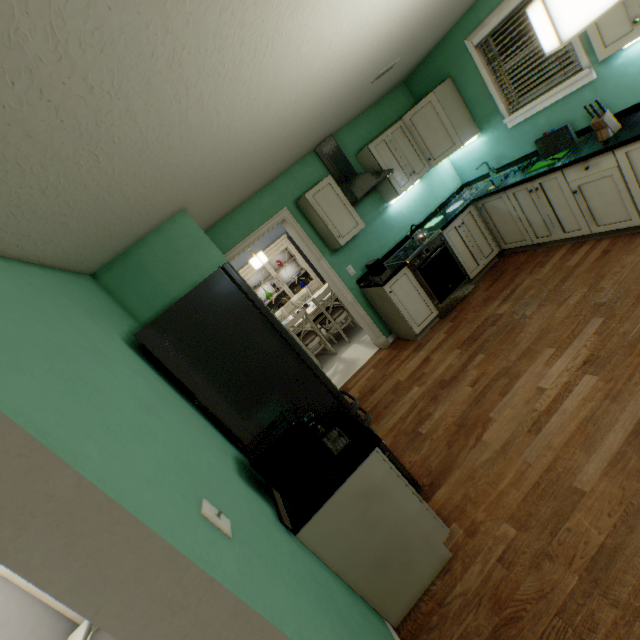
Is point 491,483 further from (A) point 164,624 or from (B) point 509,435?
(A) point 164,624

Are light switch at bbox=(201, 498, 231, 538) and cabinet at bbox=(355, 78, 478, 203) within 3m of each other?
no

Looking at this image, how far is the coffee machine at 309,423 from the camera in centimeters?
153cm

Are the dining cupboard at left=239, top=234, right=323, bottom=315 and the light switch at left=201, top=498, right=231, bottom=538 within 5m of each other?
no

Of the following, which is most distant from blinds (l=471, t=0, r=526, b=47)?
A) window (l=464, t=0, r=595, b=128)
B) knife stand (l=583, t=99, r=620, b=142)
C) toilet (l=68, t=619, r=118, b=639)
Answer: toilet (l=68, t=619, r=118, b=639)

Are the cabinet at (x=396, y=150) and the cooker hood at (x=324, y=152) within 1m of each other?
yes

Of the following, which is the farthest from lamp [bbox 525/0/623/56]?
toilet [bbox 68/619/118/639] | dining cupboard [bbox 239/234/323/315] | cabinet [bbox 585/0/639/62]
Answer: dining cupboard [bbox 239/234/323/315]

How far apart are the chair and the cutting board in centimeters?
292cm
